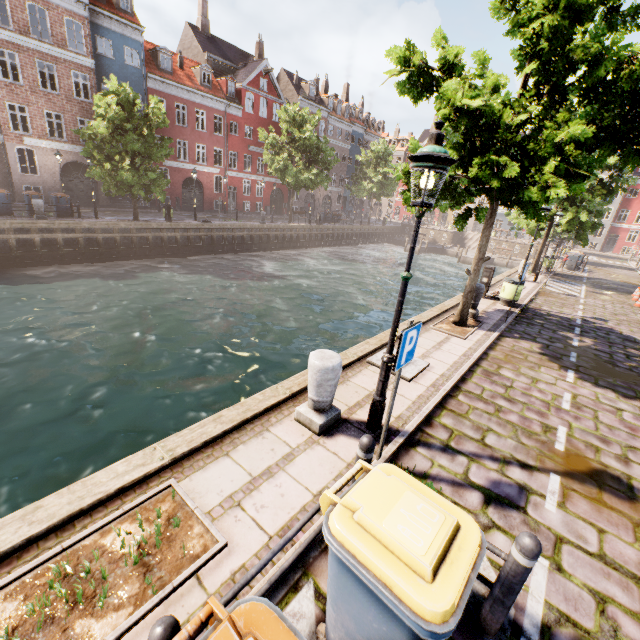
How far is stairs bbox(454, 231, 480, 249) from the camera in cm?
4622

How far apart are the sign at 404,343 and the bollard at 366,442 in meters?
0.7 m

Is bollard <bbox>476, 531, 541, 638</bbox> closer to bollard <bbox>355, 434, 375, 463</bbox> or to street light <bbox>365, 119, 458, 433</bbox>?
bollard <bbox>355, 434, 375, 463</bbox>

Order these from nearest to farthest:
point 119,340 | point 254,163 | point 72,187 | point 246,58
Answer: point 119,340
point 72,187
point 254,163
point 246,58

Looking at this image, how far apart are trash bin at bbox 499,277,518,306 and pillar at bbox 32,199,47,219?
23.8 meters

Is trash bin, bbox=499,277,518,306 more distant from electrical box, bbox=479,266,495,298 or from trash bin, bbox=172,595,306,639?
trash bin, bbox=172,595,306,639

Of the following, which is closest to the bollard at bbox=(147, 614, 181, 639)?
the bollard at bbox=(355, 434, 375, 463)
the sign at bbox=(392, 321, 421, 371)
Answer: the bollard at bbox=(355, 434, 375, 463)

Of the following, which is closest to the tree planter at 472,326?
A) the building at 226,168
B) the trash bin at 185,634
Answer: the trash bin at 185,634
